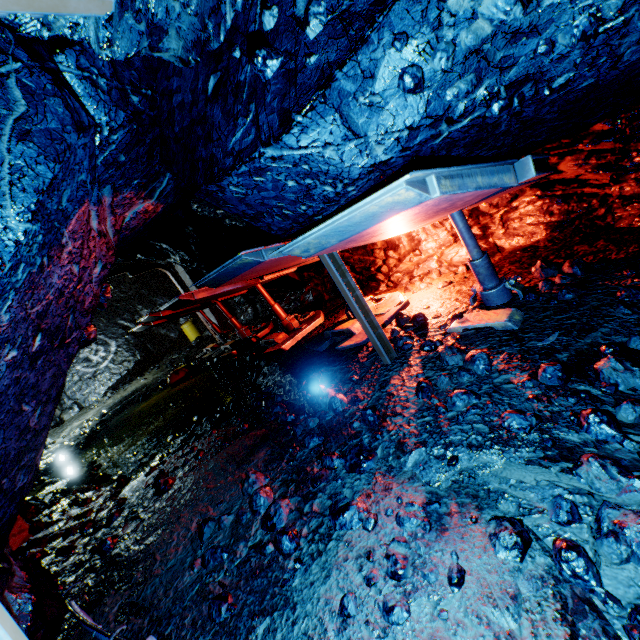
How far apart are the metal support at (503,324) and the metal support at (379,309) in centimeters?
135cm

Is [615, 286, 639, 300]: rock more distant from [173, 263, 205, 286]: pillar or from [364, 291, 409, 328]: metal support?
[173, 263, 205, 286]: pillar

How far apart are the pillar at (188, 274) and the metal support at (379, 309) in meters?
8.9 m

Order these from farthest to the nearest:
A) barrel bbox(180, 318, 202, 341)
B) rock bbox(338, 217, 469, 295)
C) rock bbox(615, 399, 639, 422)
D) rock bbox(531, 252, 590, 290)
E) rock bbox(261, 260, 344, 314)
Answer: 1. barrel bbox(180, 318, 202, 341)
2. rock bbox(261, 260, 344, 314)
3. rock bbox(338, 217, 469, 295)
4. rock bbox(531, 252, 590, 290)
5. rock bbox(615, 399, 639, 422)

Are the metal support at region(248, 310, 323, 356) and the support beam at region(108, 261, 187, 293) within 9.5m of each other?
yes

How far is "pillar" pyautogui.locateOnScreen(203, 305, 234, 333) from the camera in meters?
14.6 m

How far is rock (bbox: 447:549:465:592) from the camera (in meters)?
1.86

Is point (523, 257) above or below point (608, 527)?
above
